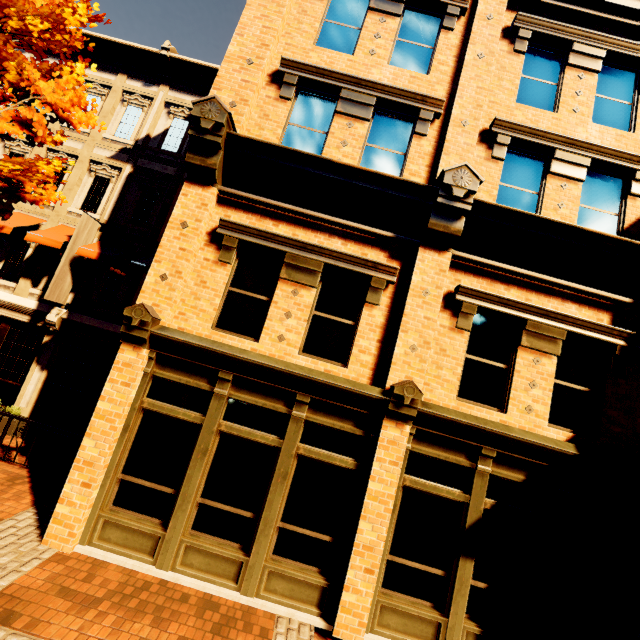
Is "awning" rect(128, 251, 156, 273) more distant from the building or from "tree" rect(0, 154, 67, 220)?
"tree" rect(0, 154, 67, 220)

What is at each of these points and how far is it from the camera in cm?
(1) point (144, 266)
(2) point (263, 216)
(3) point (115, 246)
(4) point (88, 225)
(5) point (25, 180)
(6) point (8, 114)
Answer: (1) awning, 962
(2) building, 679
(3) awning, 1033
(4) banner, 1012
(5) tree, 604
(6) tree, 579

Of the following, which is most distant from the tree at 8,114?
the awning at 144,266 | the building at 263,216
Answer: the awning at 144,266

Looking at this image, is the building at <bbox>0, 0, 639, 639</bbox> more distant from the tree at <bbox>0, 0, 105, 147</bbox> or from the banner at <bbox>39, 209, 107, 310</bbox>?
the tree at <bbox>0, 0, 105, 147</bbox>

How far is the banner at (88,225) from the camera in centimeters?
953cm

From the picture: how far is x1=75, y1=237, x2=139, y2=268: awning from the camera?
9.62m

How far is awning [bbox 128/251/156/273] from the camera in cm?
958

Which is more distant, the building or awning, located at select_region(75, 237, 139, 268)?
awning, located at select_region(75, 237, 139, 268)
